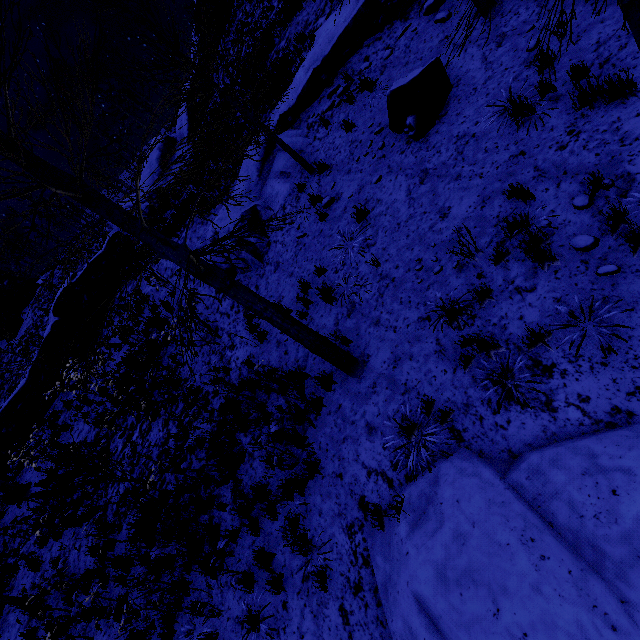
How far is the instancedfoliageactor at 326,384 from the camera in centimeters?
602cm

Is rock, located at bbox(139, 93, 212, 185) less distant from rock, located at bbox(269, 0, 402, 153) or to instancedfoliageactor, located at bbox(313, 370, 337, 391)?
rock, located at bbox(269, 0, 402, 153)

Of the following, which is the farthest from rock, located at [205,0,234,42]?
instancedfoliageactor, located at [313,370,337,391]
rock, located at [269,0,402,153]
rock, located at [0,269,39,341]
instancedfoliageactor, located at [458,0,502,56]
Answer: instancedfoliageactor, located at [458,0,502,56]

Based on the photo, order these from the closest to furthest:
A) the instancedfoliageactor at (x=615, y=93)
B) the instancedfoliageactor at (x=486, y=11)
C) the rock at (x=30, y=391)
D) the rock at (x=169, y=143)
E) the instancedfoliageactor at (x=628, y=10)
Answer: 1. the instancedfoliageactor at (x=628, y=10)
2. the instancedfoliageactor at (x=486, y=11)
3. the instancedfoliageactor at (x=615, y=93)
4. the rock at (x=30, y=391)
5. the rock at (x=169, y=143)

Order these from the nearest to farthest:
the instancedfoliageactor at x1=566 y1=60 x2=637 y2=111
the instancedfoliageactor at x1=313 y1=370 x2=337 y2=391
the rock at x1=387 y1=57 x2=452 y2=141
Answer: A:
the instancedfoliageactor at x1=566 y1=60 x2=637 y2=111
the instancedfoliageactor at x1=313 y1=370 x2=337 y2=391
the rock at x1=387 y1=57 x2=452 y2=141

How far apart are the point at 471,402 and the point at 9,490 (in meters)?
16.95

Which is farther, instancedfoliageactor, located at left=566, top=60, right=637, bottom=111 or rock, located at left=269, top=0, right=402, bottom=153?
rock, located at left=269, top=0, right=402, bottom=153

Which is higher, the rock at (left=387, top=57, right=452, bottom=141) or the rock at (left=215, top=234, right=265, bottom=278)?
the rock at (left=215, top=234, right=265, bottom=278)
